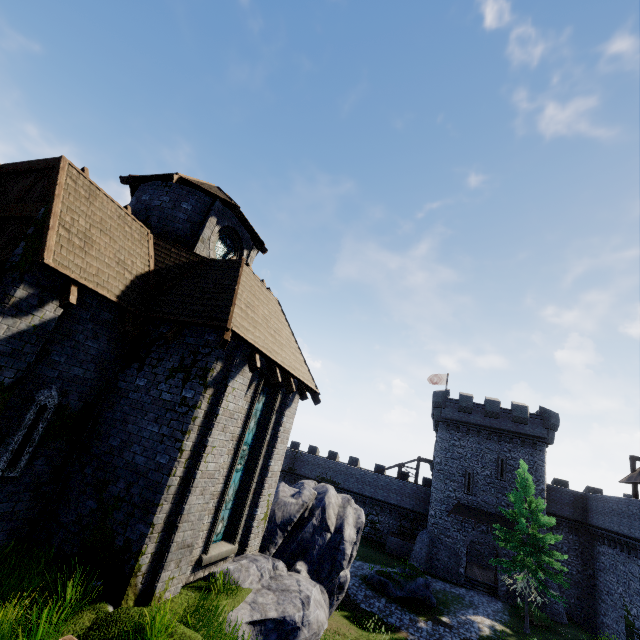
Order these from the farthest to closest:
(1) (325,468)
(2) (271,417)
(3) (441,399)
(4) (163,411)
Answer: (1) (325,468) < (3) (441,399) < (2) (271,417) < (4) (163,411)

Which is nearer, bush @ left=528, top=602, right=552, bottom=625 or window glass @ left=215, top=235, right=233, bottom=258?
window glass @ left=215, top=235, right=233, bottom=258

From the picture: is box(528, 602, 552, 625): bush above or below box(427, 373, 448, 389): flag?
below

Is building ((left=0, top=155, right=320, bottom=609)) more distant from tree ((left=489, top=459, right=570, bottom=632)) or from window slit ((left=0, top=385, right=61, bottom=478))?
tree ((left=489, top=459, right=570, bottom=632))

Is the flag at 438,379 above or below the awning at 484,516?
above

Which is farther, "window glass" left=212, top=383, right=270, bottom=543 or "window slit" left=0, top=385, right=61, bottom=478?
"window glass" left=212, top=383, right=270, bottom=543

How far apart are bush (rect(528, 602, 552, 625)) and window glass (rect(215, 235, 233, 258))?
32.39m

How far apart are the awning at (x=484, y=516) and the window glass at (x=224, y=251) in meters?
31.4 m
